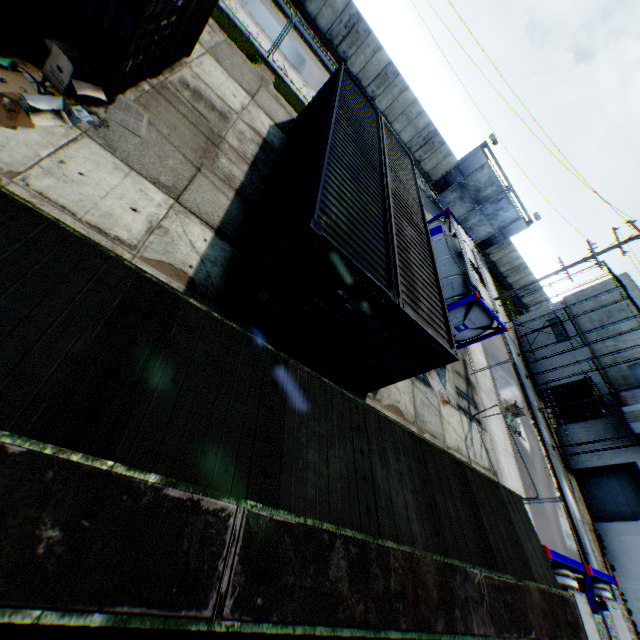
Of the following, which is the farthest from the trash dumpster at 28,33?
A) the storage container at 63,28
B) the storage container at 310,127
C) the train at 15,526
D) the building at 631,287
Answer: the building at 631,287

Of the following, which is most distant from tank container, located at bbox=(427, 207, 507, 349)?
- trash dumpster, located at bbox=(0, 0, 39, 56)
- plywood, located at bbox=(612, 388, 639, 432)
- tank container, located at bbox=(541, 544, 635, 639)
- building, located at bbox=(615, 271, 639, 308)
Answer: building, located at bbox=(615, 271, 639, 308)

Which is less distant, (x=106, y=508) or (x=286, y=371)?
(x=106, y=508)

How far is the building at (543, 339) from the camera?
30.52m

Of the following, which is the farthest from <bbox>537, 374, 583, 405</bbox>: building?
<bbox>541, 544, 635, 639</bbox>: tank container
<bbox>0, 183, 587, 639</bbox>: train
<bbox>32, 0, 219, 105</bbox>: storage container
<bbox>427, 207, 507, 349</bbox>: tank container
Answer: <bbox>32, 0, 219, 105</bbox>: storage container

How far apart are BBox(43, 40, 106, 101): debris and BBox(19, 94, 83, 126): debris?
0.3m

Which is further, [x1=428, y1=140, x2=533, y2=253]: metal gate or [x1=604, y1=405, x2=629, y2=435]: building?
[x1=428, y1=140, x2=533, y2=253]: metal gate

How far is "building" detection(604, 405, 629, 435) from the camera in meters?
23.7
